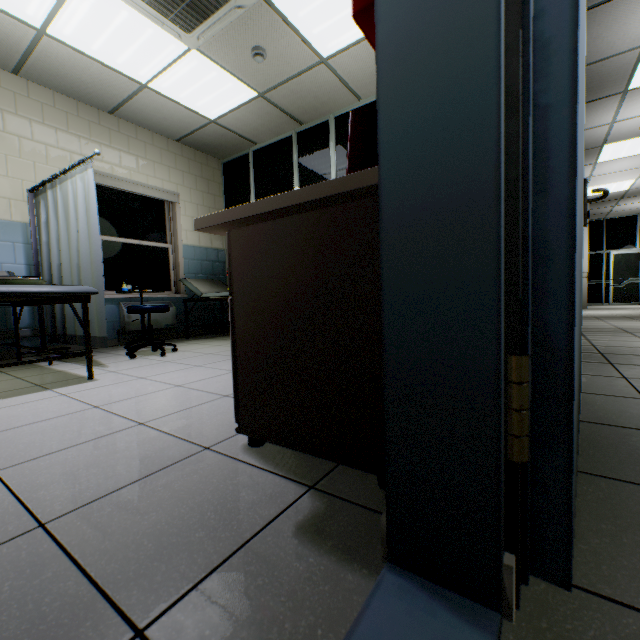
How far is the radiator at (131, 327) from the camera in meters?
4.6 m

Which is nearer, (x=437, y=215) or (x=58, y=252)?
(x=437, y=215)

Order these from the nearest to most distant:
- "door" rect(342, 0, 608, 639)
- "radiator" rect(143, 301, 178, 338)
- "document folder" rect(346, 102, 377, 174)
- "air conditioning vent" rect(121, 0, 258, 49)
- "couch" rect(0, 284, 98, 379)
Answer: "door" rect(342, 0, 608, 639), "document folder" rect(346, 102, 377, 174), "couch" rect(0, 284, 98, 379), "air conditioning vent" rect(121, 0, 258, 49), "radiator" rect(143, 301, 178, 338)

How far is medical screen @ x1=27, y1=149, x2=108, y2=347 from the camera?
2.90m

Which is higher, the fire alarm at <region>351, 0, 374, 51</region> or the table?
the fire alarm at <region>351, 0, 374, 51</region>

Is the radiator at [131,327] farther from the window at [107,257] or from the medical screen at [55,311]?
the medical screen at [55,311]

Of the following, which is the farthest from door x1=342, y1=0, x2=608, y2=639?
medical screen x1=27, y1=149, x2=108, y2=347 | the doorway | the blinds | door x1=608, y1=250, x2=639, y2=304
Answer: door x1=608, y1=250, x2=639, y2=304

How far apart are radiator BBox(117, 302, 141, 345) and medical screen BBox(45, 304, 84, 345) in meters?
0.7
